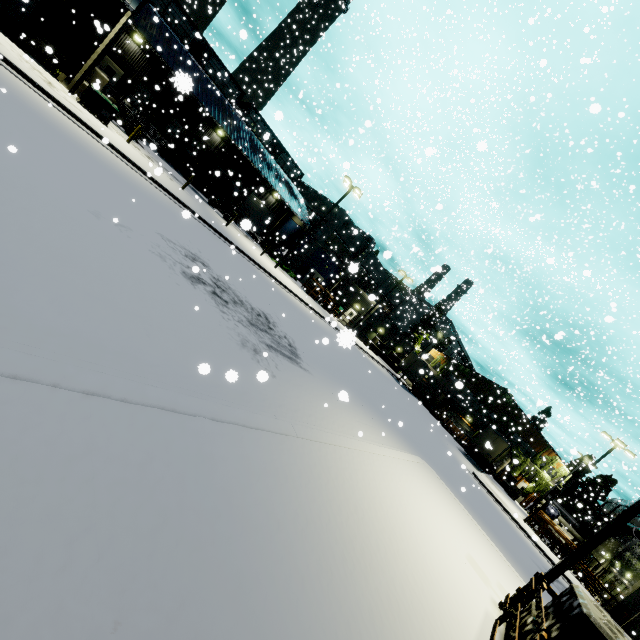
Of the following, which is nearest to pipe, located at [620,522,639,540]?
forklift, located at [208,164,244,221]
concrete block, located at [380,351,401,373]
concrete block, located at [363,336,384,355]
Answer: concrete block, located at [363,336,384,355]

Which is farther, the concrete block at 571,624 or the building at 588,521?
the building at 588,521

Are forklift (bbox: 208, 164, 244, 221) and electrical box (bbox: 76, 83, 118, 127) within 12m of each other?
yes

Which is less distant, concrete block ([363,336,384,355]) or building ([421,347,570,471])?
→ concrete block ([363,336,384,355])

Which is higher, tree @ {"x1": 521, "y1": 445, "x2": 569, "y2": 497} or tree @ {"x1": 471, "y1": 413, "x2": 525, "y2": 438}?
tree @ {"x1": 471, "y1": 413, "x2": 525, "y2": 438}

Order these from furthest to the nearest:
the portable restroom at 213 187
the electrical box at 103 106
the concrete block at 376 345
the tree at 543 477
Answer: the concrete block at 376 345 → the tree at 543 477 → the portable restroom at 213 187 → the electrical box at 103 106

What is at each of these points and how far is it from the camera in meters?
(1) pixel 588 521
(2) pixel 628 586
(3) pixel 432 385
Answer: (1) building, 54.2 m
(2) building, 25.2 m
(3) semi trailer, 45.4 m

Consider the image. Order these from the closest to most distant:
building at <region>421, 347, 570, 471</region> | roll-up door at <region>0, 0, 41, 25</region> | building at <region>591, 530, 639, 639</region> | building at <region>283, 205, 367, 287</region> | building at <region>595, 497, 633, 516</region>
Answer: roll-up door at <region>0, 0, 41, 25</region>
building at <region>591, 530, 639, 639</region>
building at <region>283, 205, 367, 287</region>
building at <region>421, 347, 570, 471</region>
building at <region>595, 497, 633, 516</region>
